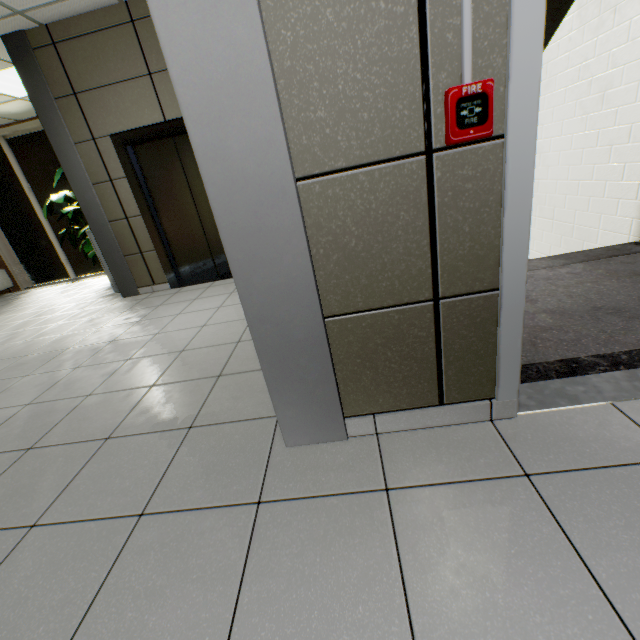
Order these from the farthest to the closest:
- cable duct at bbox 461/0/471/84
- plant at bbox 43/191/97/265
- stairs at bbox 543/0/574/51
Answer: plant at bbox 43/191/97/265 < stairs at bbox 543/0/574/51 < cable duct at bbox 461/0/471/84

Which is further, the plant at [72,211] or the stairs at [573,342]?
the plant at [72,211]

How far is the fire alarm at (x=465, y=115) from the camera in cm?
91

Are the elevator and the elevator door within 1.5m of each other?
yes

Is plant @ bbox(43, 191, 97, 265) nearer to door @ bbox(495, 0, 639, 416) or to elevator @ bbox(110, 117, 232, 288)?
elevator @ bbox(110, 117, 232, 288)

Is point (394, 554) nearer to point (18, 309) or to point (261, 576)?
point (261, 576)

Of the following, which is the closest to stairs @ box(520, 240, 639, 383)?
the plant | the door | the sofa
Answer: the door

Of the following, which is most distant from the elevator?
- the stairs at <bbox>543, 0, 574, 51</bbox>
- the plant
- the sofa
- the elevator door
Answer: the sofa
